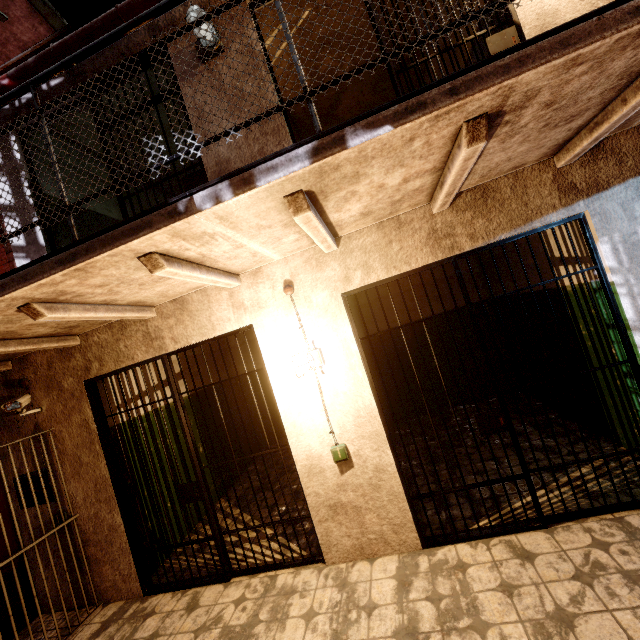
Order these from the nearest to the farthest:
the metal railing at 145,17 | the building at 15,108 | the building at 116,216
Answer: the metal railing at 145,17, the building at 15,108, the building at 116,216

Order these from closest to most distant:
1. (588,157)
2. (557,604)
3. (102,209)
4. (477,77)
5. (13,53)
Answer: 1. (477,77)
2. (557,604)
3. (588,157)
4. (102,209)
5. (13,53)

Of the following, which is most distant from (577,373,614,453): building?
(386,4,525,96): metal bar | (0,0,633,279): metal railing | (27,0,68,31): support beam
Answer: (27,0,68,31): support beam

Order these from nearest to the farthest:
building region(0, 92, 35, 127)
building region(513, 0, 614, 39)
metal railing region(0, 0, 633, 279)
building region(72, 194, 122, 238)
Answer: metal railing region(0, 0, 633, 279)
building region(513, 0, 614, 39)
building region(0, 92, 35, 127)
building region(72, 194, 122, 238)

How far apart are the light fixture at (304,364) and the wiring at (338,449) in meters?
0.5

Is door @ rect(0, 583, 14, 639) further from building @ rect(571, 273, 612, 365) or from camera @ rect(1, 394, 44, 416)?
building @ rect(571, 273, 612, 365)

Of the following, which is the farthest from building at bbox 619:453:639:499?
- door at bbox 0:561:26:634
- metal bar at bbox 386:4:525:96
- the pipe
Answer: door at bbox 0:561:26:634

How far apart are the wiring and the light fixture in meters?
0.5
